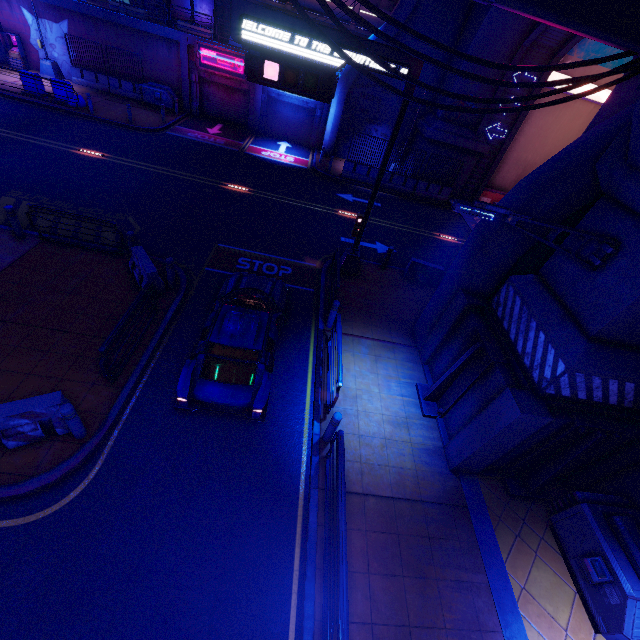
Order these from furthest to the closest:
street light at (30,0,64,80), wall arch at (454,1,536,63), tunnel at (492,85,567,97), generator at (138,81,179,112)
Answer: generator at (138,81,179,112), street light at (30,0,64,80), tunnel at (492,85,567,97), wall arch at (454,1,536,63)

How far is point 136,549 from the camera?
5.8 meters

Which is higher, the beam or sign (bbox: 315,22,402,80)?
sign (bbox: 315,22,402,80)

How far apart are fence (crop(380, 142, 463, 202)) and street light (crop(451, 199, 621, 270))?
17.4 meters

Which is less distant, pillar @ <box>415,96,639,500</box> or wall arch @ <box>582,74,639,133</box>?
pillar @ <box>415,96,639,500</box>

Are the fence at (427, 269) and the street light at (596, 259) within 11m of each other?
yes

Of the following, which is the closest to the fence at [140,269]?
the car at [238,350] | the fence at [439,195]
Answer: the car at [238,350]

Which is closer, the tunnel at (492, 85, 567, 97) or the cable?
the cable
